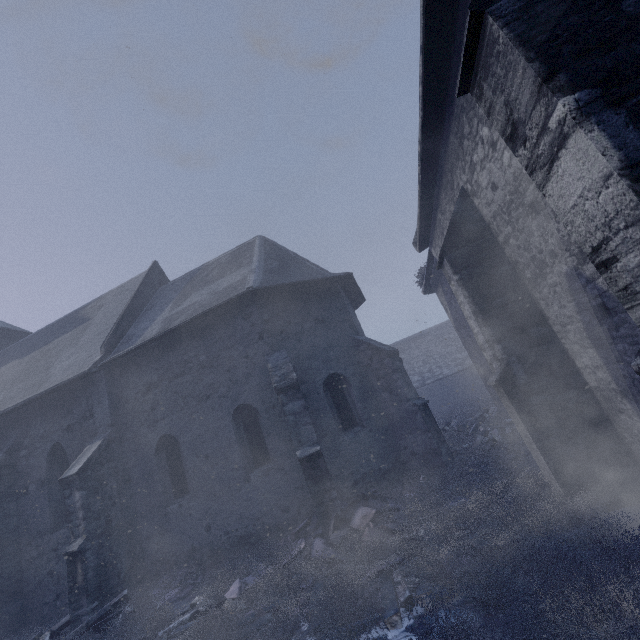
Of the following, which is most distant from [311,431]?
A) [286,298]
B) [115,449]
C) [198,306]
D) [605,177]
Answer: [605,177]

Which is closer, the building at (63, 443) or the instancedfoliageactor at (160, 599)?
the building at (63, 443)

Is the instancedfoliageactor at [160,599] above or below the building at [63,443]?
below

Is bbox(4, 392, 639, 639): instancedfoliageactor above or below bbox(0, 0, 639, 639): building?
below

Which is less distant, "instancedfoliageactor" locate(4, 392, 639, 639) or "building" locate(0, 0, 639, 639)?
"building" locate(0, 0, 639, 639)
